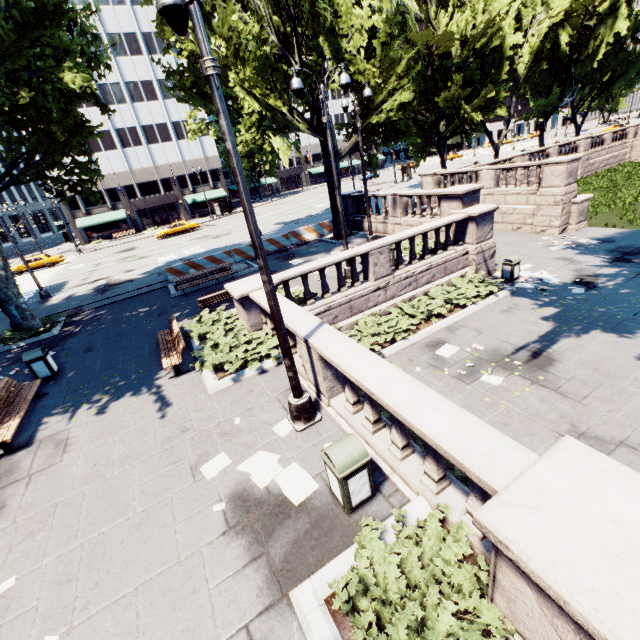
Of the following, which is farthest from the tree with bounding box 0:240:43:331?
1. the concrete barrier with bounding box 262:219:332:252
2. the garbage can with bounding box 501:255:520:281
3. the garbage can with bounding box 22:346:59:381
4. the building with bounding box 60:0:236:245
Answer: the garbage can with bounding box 501:255:520:281

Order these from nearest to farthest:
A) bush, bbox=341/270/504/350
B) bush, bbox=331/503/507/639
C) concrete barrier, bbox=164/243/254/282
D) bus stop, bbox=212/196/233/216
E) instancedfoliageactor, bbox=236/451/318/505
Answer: bush, bbox=331/503/507/639
instancedfoliageactor, bbox=236/451/318/505
bush, bbox=341/270/504/350
concrete barrier, bbox=164/243/254/282
bus stop, bbox=212/196/233/216

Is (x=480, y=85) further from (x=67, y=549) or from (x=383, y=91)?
(x=67, y=549)

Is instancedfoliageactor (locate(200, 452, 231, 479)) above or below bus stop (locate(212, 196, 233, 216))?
below

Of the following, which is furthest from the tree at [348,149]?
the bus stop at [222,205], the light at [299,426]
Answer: the bus stop at [222,205]

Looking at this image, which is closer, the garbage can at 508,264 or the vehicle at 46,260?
the garbage can at 508,264

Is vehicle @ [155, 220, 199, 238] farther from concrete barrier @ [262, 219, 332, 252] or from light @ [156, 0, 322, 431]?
light @ [156, 0, 322, 431]

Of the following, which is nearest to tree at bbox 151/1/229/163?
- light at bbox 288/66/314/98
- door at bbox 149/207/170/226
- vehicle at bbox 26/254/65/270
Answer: light at bbox 288/66/314/98
